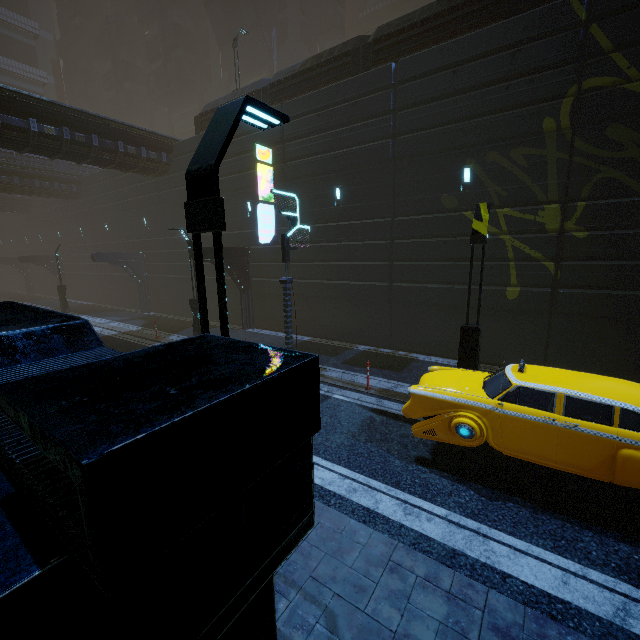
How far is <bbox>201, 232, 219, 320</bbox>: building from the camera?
16.8 meters

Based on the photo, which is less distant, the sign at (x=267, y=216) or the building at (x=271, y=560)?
the building at (x=271, y=560)

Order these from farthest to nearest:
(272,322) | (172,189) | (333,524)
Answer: (172,189) < (272,322) < (333,524)

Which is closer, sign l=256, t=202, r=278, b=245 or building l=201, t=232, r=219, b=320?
sign l=256, t=202, r=278, b=245

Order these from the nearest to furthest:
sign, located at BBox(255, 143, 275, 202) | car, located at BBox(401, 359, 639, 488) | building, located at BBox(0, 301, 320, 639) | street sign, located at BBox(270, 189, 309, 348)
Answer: building, located at BBox(0, 301, 320, 639) → car, located at BBox(401, 359, 639, 488) → street sign, located at BBox(270, 189, 309, 348) → sign, located at BBox(255, 143, 275, 202)

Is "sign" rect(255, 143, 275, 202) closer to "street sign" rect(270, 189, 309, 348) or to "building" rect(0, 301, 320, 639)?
"building" rect(0, 301, 320, 639)

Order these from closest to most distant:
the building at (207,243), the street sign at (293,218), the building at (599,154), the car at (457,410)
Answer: the car at (457,410)
the building at (599,154)
the street sign at (293,218)
the building at (207,243)

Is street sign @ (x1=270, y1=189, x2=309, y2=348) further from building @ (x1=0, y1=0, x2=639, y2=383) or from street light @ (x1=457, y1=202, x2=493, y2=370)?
street light @ (x1=457, y1=202, x2=493, y2=370)
